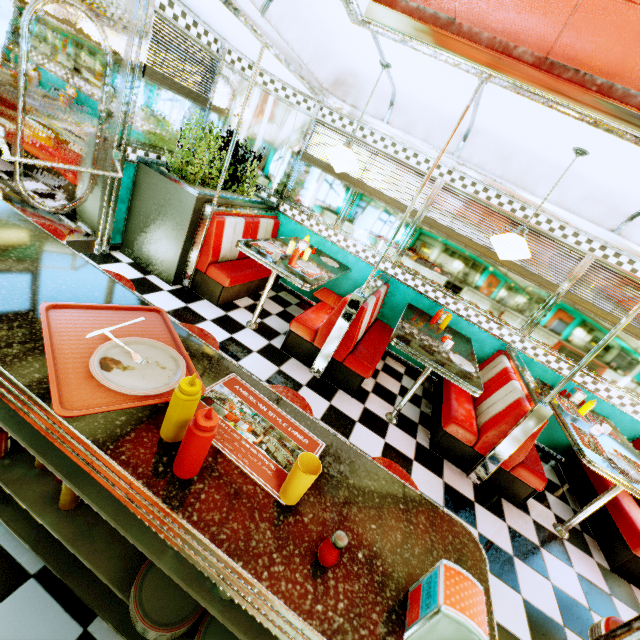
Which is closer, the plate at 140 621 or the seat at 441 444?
the plate at 140 621

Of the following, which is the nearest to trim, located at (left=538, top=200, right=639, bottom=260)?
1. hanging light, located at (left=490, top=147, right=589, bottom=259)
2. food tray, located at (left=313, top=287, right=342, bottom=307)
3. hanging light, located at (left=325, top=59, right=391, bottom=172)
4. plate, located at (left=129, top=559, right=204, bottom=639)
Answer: hanging light, located at (left=325, top=59, right=391, bottom=172)

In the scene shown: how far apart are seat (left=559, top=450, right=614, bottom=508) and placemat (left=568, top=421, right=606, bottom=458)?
0.8m

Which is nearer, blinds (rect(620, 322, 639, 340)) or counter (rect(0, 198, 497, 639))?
counter (rect(0, 198, 497, 639))

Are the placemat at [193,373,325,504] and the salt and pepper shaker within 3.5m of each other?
yes

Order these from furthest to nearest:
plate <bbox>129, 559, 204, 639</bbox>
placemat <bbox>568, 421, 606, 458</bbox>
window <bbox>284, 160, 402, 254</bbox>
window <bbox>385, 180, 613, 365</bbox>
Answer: window <bbox>284, 160, 402, 254</bbox>
window <bbox>385, 180, 613, 365</bbox>
placemat <bbox>568, 421, 606, 458</bbox>
plate <bbox>129, 559, 204, 639</bbox>

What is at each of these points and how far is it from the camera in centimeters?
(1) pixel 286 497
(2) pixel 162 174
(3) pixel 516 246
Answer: (1) plastic cup, 94cm
(2) flower box, 355cm
(3) hanging light, 306cm

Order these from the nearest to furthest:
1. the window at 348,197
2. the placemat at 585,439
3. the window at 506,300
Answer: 1. the placemat at 585,439
2. the window at 506,300
3. the window at 348,197
